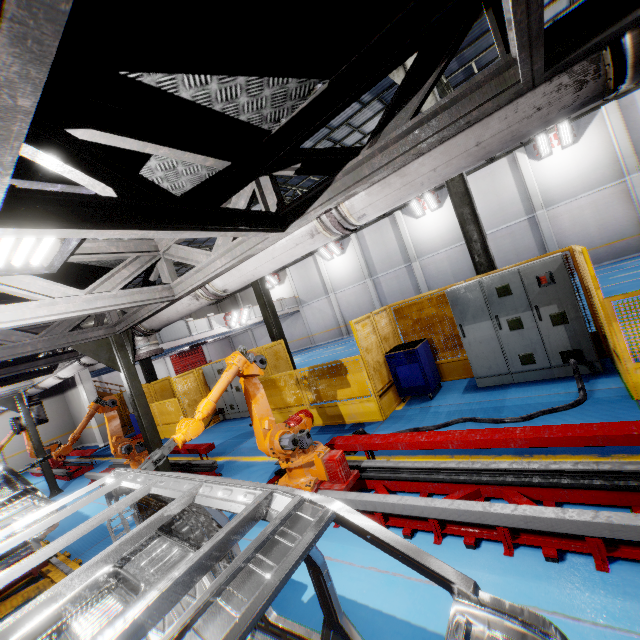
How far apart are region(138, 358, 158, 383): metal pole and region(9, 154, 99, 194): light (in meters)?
13.94

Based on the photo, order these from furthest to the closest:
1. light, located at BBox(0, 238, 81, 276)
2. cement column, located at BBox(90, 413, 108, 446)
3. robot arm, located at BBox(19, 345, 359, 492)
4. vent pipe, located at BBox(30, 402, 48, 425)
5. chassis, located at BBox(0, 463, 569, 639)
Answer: cement column, located at BBox(90, 413, 108, 446), vent pipe, located at BBox(30, 402, 48, 425), robot arm, located at BBox(19, 345, 359, 492), light, located at BBox(0, 238, 81, 276), chassis, located at BBox(0, 463, 569, 639)

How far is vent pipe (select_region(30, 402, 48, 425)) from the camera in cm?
1082

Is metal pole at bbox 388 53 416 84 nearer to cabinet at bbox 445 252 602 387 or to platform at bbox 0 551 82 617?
cabinet at bbox 445 252 602 387

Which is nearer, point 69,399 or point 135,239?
point 135,239

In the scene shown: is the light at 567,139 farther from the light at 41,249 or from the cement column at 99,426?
the cement column at 99,426

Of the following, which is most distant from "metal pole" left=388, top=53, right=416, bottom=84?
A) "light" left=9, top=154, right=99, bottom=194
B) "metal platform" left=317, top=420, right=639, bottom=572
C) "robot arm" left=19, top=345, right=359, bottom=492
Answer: "light" left=9, top=154, right=99, bottom=194

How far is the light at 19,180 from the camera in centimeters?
176cm
